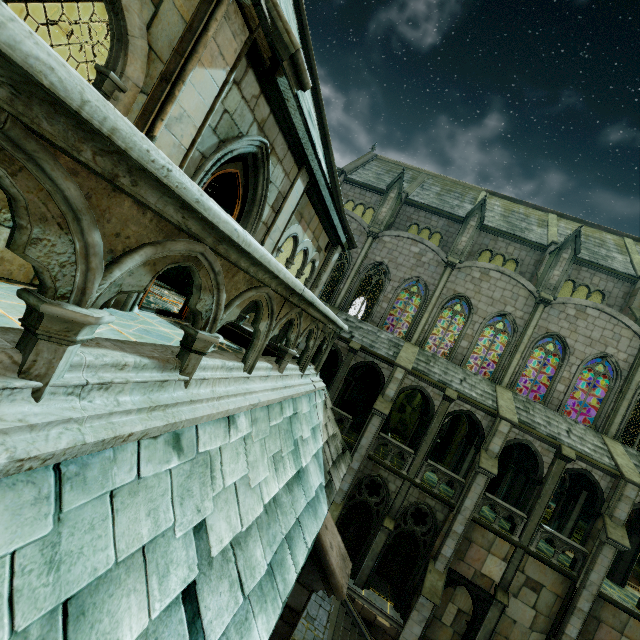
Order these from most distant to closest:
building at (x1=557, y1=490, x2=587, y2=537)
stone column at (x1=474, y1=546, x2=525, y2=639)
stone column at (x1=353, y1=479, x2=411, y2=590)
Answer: building at (x1=557, y1=490, x2=587, y2=537), stone column at (x1=353, y1=479, x2=411, y2=590), stone column at (x1=474, y1=546, x2=525, y2=639)

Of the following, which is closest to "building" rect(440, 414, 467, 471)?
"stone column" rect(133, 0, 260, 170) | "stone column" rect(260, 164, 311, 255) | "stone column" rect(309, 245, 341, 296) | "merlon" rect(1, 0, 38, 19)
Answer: "stone column" rect(309, 245, 341, 296)

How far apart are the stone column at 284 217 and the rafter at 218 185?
5.4 meters

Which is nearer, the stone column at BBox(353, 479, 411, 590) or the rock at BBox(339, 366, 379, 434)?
the stone column at BBox(353, 479, 411, 590)

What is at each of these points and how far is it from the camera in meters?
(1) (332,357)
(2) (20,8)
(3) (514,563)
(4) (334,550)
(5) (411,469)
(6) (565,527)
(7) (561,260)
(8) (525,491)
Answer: (1) rock, 23.3 m
(2) merlon, 10.9 m
(3) stone column, 16.2 m
(4) stone column, 4.5 m
(5) stone column, 17.9 m
(6) building, 18.1 m
(7) merlon, 20.5 m
(8) archway, 19.0 m

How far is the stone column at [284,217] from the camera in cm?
660

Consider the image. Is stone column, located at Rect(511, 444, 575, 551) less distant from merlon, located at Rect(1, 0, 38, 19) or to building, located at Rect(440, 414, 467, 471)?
building, located at Rect(440, 414, 467, 471)

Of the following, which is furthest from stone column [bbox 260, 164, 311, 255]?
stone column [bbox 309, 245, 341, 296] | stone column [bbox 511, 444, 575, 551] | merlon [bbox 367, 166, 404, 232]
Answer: stone column [bbox 511, 444, 575, 551]
